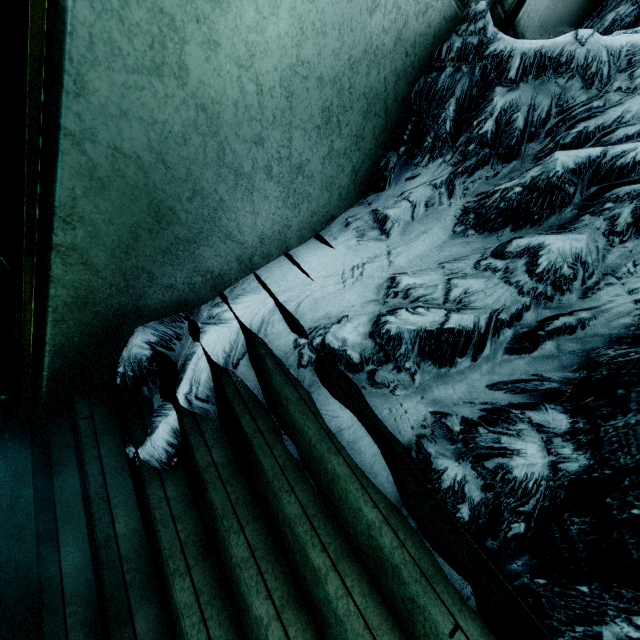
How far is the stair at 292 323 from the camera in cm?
150

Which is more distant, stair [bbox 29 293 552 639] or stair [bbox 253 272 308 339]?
stair [bbox 253 272 308 339]

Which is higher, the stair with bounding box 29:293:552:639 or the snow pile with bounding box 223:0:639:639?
the snow pile with bounding box 223:0:639:639

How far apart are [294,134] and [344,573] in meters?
1.7

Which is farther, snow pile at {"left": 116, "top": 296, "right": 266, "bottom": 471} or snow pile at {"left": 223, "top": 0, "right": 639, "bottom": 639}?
snow pile at {"left": 116, "top": 296, "right": 266, "bottom": 471}

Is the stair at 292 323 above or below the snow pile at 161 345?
above

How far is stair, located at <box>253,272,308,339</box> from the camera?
1.50m

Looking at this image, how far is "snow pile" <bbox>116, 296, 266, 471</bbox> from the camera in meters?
1.3 m
